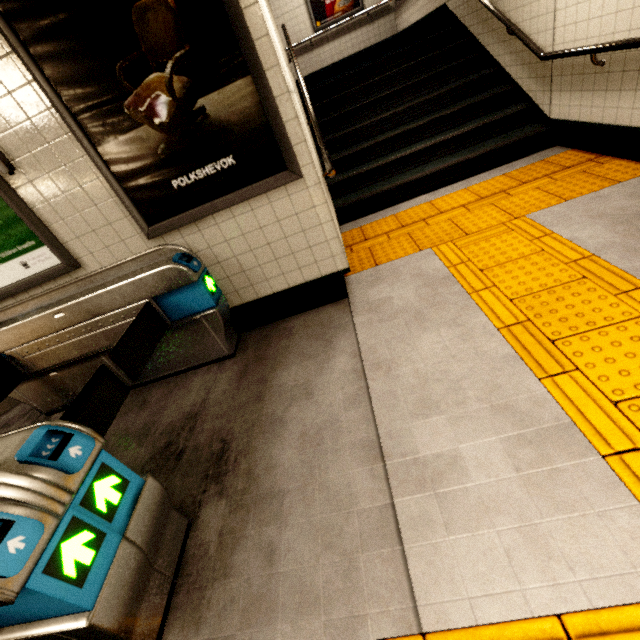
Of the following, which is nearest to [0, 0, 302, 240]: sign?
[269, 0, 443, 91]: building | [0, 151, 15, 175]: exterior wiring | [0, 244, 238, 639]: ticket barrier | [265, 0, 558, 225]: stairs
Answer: [0, 151, 15, 175]: exterior wiring

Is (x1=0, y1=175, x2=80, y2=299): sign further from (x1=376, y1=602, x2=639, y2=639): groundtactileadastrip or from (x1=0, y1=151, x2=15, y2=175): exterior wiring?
(x1=376, y1=602, x2=639, y2=639): groundtactileadastrip

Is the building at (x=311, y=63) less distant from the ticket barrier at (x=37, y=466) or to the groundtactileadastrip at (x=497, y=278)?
the groundtactileadastrip at (x=497, y=278)

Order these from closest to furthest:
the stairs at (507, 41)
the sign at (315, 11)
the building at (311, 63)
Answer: the stairs at (507, 41), the building at (311, 63), the sign at (315, 11)

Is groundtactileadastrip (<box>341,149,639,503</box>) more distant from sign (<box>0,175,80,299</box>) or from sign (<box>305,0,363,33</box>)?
sign (<box>305,0,363,33</box>)

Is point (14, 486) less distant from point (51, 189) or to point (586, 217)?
point (51, 189)

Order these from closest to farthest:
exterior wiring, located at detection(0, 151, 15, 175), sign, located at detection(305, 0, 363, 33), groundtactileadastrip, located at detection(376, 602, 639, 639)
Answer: groundtactileadastrip, located at detection(376, 602, 639, 639), exterior wiring, located at detection(0, 151, 15, 175), sign, located at detection(305, 0, 363, 33)

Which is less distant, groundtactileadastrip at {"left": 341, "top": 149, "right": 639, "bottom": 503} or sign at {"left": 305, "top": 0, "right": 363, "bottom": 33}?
groundtactileadastrip at {"left": 341, "top": 149, "right": 639, "bottom": 503}
